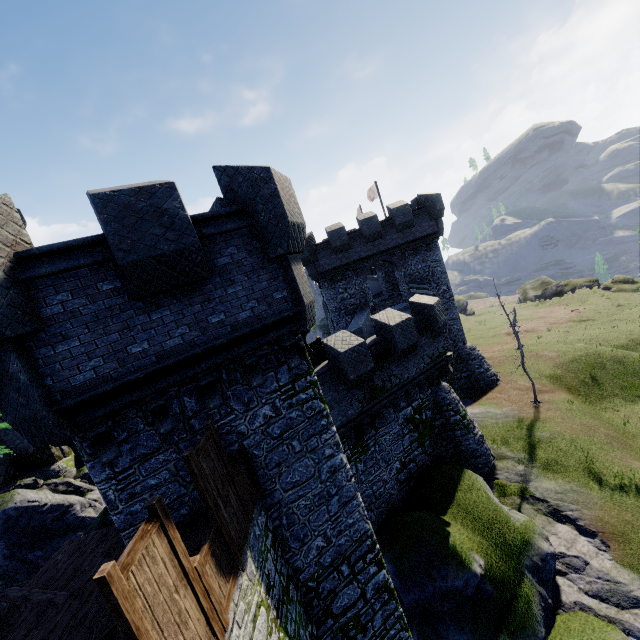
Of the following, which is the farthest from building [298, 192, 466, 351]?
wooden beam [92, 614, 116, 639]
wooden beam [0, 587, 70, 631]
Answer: wooden beam [0, 587, 70, 631]

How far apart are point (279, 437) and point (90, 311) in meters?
4.7

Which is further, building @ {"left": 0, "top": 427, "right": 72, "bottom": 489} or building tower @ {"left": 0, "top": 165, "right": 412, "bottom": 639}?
building @ {"left": 0, "top": 427, "right": 72, "bottom": 489}

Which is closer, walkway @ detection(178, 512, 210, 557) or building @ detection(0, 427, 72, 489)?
walkway @ detection(178, 512, 210, 557)

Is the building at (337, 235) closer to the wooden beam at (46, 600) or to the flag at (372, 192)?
the flag at (372, 192)

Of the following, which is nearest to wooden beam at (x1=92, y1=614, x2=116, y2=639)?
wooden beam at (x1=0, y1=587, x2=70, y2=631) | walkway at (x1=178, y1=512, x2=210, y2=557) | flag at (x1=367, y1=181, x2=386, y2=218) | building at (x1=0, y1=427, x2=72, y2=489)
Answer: walkway at (x1=178, y1=512, x2=210, y2=557)

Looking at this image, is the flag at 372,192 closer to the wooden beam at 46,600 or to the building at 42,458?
the building at 42,458

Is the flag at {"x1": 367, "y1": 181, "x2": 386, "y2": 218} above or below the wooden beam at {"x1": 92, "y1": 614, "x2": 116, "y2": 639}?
above
